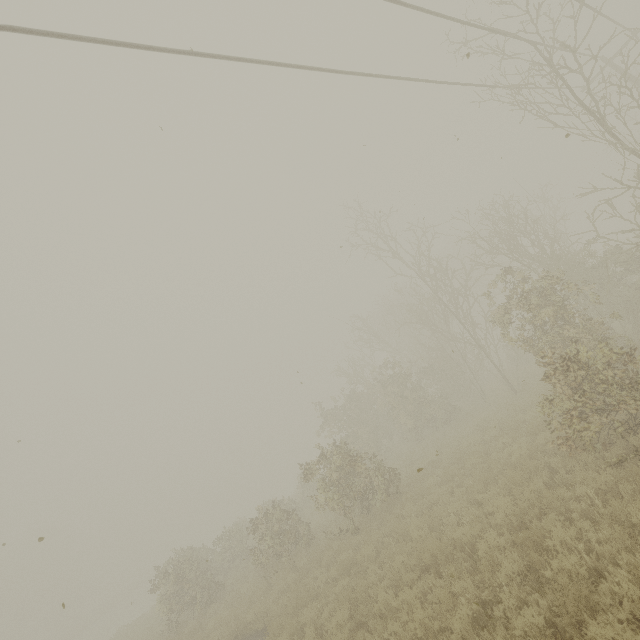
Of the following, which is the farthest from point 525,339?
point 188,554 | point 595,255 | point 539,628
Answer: point 188,554
